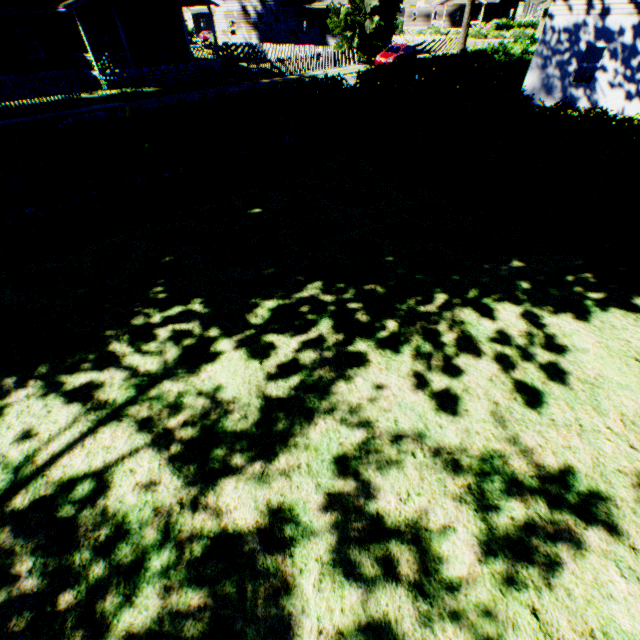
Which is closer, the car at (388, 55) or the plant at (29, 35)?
the plant at (29, 35)

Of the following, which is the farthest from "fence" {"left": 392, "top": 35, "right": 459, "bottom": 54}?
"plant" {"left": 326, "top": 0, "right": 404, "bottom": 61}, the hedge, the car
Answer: the hedge

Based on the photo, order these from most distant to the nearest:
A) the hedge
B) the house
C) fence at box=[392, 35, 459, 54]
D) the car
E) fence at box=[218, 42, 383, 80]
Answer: fence at box=[392, 35, 459, 54], the car, fence at box=[218, 42, 383, 80], the house, the hedge

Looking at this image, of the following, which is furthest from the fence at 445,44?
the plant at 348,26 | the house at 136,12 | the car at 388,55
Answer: the car at 388,55

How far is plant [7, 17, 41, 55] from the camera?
22.9m

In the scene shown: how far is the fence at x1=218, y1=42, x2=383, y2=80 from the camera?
26.0m

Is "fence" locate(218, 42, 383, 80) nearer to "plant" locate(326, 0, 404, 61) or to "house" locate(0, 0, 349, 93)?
"plant" locate(326, 0, 404, 61)

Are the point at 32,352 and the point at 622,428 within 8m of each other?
no
